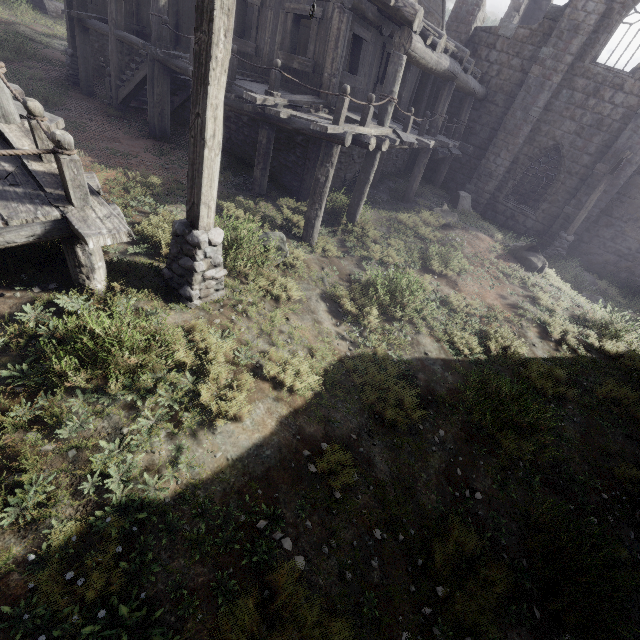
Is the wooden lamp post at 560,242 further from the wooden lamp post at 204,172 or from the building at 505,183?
the wooden lamp post at 204,172

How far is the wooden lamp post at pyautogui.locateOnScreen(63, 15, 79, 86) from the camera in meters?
12.4 m

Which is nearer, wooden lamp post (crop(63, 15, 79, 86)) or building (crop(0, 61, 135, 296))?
building (crop(0, 61, 135, 296))

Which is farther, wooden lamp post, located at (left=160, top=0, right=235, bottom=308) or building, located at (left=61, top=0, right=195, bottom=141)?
building, located at (left=61, top=0, right=195, bottom=141)

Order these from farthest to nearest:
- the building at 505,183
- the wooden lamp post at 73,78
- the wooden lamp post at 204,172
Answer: the wooden lamp post at 73,78, the building at 505,183, the wooden lamp post at 204,172

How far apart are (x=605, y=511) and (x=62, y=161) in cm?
894

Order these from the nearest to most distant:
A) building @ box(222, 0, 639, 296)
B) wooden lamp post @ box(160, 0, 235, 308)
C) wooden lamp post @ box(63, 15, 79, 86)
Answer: wooden lamp post @ box(160, 0, 235, 308) → building @ box(222, 0, 639, 296) → wooden lamp post @ box(63, 15, 79, 86)

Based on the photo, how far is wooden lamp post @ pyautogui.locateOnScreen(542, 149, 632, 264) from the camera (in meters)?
12.78
